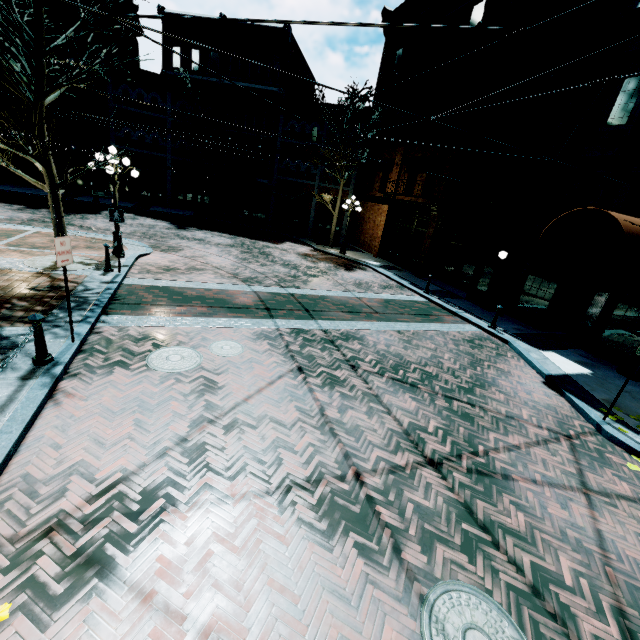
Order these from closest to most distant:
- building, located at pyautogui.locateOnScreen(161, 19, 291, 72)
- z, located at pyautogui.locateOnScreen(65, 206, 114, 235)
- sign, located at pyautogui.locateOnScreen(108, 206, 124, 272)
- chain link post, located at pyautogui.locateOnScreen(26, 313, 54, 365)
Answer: chain link post, located at pyautogui.locateOnScreen(26, 313, 54, 365) → sign, located at pyautogui.locateOnScreen(108, 206, 124, 272) → z, located at pyautogui.locateOnScreen(65, 206, 114, 235) → building, located at pyautogui.locateOnScreen(161, 19, 291, 72)

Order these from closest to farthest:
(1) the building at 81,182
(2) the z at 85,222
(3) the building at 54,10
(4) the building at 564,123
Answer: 1. (4) the building at 564,123
2. (2) the z at 85,222
3. (3) the building at 54,10
4. (1) the building at 81,182

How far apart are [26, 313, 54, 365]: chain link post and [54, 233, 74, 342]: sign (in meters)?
0.56

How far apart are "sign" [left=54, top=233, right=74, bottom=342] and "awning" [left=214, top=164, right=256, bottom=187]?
20.73m

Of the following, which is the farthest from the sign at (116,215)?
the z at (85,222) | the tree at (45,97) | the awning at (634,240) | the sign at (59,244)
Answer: the awning at (634,240)

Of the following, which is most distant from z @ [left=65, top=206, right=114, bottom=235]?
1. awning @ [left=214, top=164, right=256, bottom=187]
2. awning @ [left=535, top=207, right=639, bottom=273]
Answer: awning @ [left=535, top=207, right=639, bottom=273]

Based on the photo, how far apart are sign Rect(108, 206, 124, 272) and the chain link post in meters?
5.4 m

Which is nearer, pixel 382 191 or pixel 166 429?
pixel 166 429
